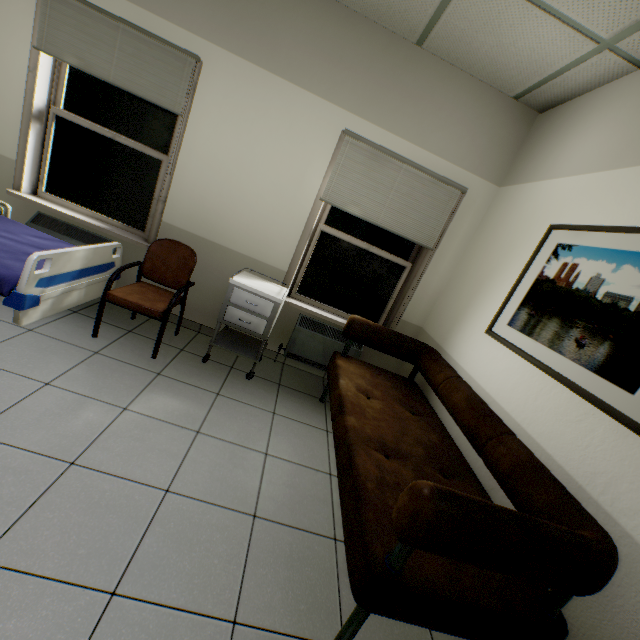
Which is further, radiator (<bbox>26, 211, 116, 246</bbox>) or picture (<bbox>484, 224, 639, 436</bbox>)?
radiator (<bbox>26, 211, 116, 246</bbox>)

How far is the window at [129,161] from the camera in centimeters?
306cm

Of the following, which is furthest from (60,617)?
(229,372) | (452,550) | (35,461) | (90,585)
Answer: (229,372)

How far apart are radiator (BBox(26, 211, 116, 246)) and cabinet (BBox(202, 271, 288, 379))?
1.28m

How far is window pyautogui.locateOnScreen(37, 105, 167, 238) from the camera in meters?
3.1

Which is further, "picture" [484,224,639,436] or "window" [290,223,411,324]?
"window" [290,223,411,324]

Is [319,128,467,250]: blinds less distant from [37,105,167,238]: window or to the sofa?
the sofa

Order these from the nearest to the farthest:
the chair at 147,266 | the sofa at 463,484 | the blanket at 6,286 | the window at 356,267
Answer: the sofa at 463,484, the blanket at 6,286, the chair at 147,266, the window at 356,267
